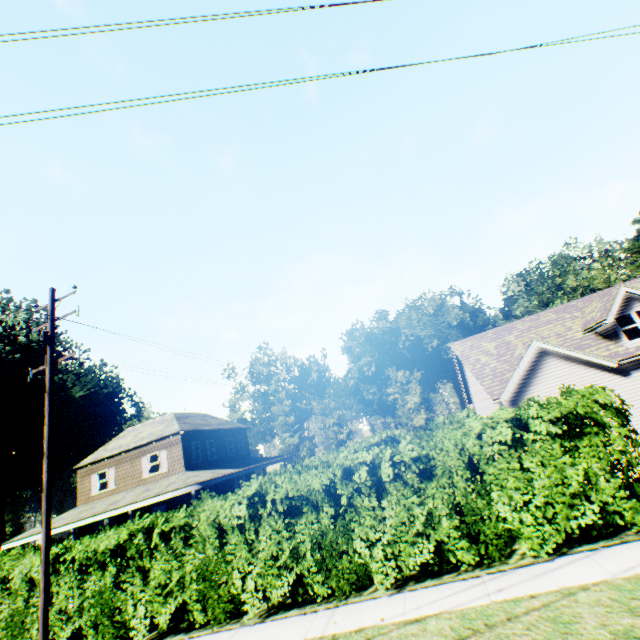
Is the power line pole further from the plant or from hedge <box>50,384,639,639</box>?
the plant

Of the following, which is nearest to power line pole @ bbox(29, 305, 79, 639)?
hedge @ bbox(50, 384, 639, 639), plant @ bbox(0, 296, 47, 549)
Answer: hedge @ bbox(50, 384, 639, 639)

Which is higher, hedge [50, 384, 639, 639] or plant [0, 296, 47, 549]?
plant [0, 296, 47, 549]

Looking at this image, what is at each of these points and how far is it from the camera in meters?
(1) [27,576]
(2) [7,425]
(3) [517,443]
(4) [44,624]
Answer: (1) hedge, 10.8
(2) plant, 42.8
(3) hedge, 8.1
(4) power line pole, 8.6

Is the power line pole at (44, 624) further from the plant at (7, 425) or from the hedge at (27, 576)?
the plant at (7, 425)

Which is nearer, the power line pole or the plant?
the power line pole
